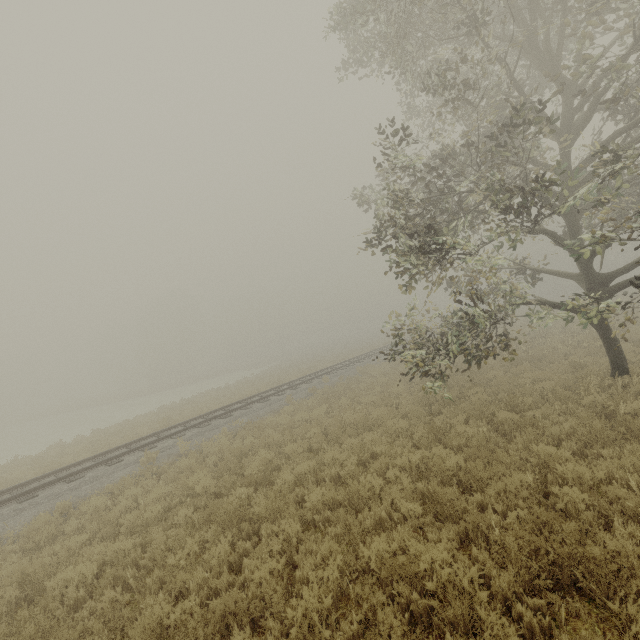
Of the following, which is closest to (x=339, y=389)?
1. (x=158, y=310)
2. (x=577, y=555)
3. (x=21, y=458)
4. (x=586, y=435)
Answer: (x=586, y=435)
